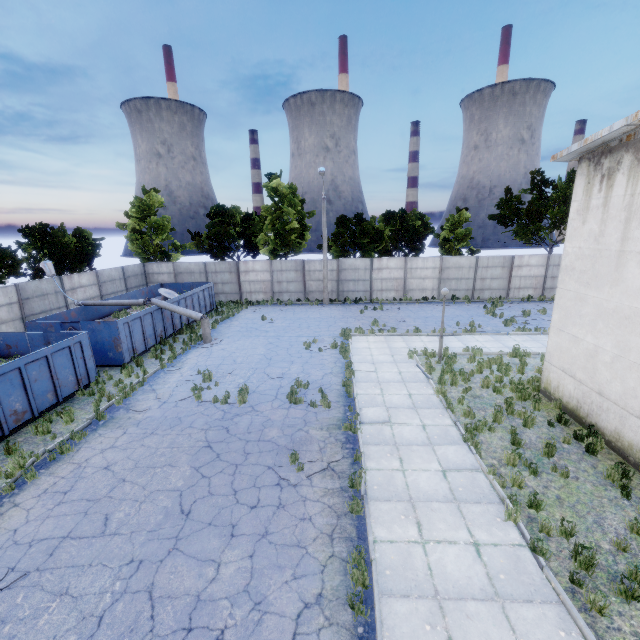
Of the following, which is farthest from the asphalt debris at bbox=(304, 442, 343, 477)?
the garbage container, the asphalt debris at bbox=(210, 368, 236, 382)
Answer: the garbage container

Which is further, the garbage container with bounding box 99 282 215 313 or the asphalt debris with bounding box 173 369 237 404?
the garbage container with bounding box 99 282 215 313

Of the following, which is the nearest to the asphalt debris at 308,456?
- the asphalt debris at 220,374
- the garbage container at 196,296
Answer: the asphalt debris at 220,374

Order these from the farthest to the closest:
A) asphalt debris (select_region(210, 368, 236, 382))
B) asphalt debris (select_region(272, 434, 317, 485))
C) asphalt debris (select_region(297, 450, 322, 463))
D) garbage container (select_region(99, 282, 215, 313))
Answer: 1. garbage container (select_region(99, 282, 215, 313))
2. asphalt debris (select_region(210, 368, 236, 382))
3. asphalt debris (select_region(297, 450, 322, 463))
4. asphalt debris (select_region(272, 434, 317, 485))

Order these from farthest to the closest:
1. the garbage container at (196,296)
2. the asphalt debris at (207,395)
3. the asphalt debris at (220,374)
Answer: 1. the garbage container at (196,296)
2. the asphalt debris at (220,374)
3. the asphalt debris at (207,395)

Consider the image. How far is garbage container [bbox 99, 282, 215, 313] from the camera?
20.8m

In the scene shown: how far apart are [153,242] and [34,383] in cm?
2394

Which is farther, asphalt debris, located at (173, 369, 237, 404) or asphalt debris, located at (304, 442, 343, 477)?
asphalt debris, located at (173, 369, 237, 404)
